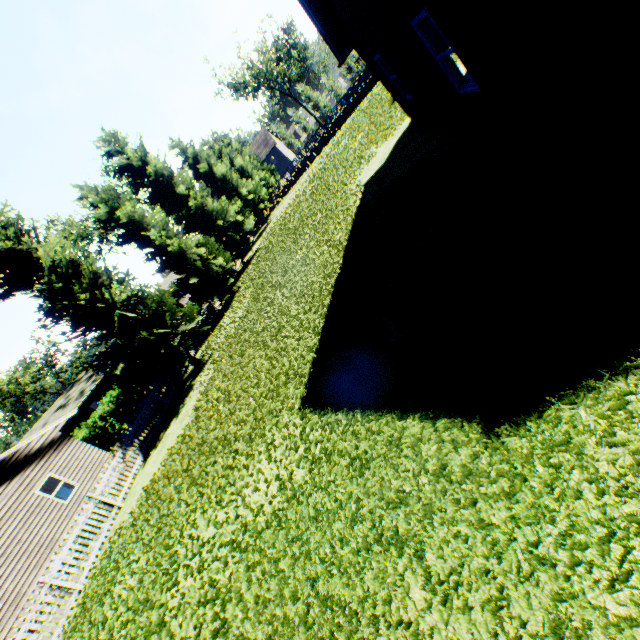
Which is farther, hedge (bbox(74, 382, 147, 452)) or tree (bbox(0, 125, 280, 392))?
hedge (bbox(74, 382, 147, 452))

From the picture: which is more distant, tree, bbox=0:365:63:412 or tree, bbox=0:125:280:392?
tree, bbox=0:365:63:412

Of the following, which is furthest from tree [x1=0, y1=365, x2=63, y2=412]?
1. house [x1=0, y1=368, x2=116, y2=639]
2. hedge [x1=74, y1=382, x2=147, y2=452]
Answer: house [x1=0, y1=368, x2=116, y2=639]

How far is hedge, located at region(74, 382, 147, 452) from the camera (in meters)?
19.27

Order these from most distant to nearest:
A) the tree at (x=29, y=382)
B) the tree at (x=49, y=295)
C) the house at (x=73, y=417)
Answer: the tree at (x=29, y=382)
the house at (x=73, y=417)
the tree at (x=49, y=295)

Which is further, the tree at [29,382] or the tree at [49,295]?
the tree at [29,382]

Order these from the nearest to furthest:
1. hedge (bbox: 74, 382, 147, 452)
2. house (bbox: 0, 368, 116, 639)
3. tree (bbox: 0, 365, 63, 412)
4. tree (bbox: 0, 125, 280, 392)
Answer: tree (bbox: 0, 125, 280, 392) < house (bbox: 0, 368, 116, 639) < hedge (bbox: 74, 382, 147, 452) < tree (bbox: 0, 365, 63, 412)

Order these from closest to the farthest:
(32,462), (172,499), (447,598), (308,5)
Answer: (447,598), (172,499), (308,5), (32,462)
